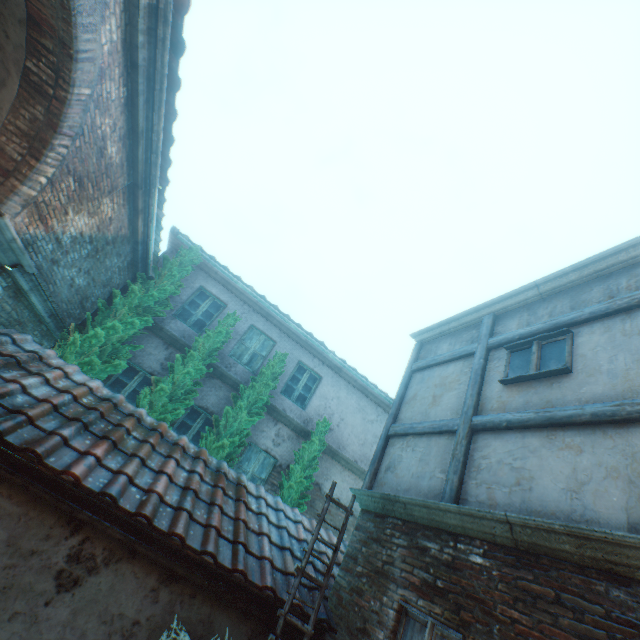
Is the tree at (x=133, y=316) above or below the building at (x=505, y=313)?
below

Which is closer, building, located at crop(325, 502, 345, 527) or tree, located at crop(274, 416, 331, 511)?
tree, located at crop(274, 416, 331, 511)

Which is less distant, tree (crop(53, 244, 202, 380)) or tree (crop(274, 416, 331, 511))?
tree (crop(53, 244, 202, 380))

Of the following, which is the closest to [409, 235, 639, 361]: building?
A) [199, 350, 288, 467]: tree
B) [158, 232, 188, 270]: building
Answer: [199, 350, 288, 467]: tree

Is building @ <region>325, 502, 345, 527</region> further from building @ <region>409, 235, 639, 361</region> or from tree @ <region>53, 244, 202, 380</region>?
building @ <region>409, 235, 639, 361</region>

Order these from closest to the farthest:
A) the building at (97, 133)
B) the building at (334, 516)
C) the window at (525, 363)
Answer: the building at (97, 133)
the window at (525, 363)
the building at (334, 516)

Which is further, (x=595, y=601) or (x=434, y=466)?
(x=434, y=466)

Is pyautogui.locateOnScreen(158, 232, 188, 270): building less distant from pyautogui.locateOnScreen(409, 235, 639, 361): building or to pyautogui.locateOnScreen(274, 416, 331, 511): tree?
pyautogui.locateOnScreen(409, 235, 639, 361): building
